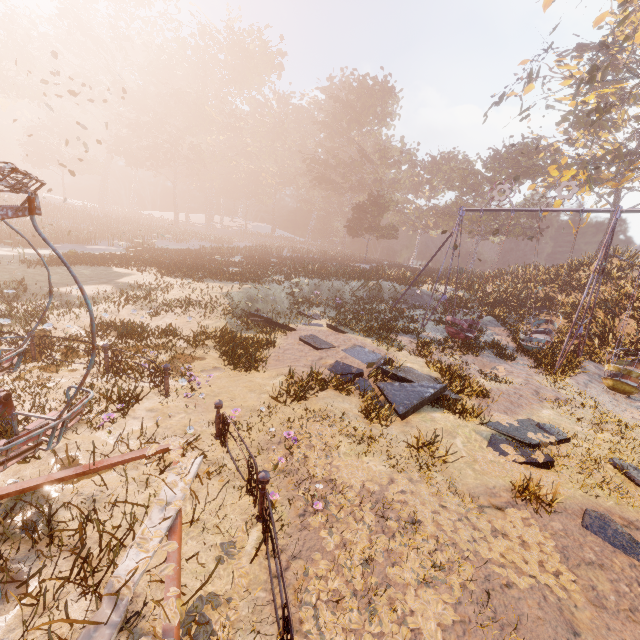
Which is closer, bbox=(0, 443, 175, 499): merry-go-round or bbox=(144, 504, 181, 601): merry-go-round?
bbox=(144, 504, 181, 601): merry-go-round

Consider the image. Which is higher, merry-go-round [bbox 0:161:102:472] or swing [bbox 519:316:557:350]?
merry-go-round [bbox 0:161:102:472]

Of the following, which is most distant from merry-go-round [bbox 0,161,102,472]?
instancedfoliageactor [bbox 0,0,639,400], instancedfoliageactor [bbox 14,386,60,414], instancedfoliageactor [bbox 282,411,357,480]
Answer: instancedfoliageactor [bbox 0,0,639,400]

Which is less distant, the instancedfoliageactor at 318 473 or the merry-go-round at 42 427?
the merry-go-round at 42 427

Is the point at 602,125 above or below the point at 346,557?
above

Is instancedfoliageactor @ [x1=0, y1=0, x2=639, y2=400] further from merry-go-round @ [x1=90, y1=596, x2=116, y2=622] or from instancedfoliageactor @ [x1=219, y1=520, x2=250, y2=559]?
instancedfoliageactor @ [x1=219, y1=520, x2=250, y2=559]

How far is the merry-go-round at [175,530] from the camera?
2.8m

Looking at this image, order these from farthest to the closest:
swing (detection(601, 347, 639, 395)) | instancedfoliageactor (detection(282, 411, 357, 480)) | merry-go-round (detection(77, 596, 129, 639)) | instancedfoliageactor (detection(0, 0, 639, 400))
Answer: instancedfoliageactor (detection(0, 0, 639, 400))
swing (detection(601, 347, 639, 395))
instancedfoliageactor (detection(282, 411, 357, 480))
merry-go-round (detection(77, 596, 129, 639))
